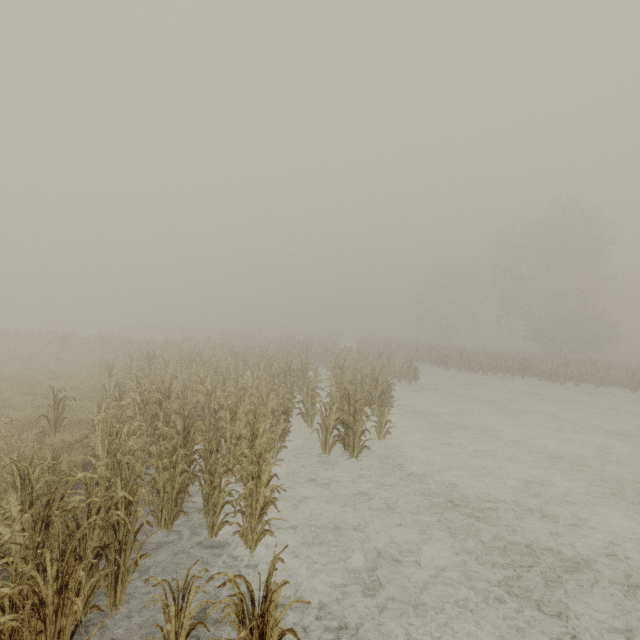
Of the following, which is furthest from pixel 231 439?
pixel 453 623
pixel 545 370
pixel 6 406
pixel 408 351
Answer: pixel 408 351
